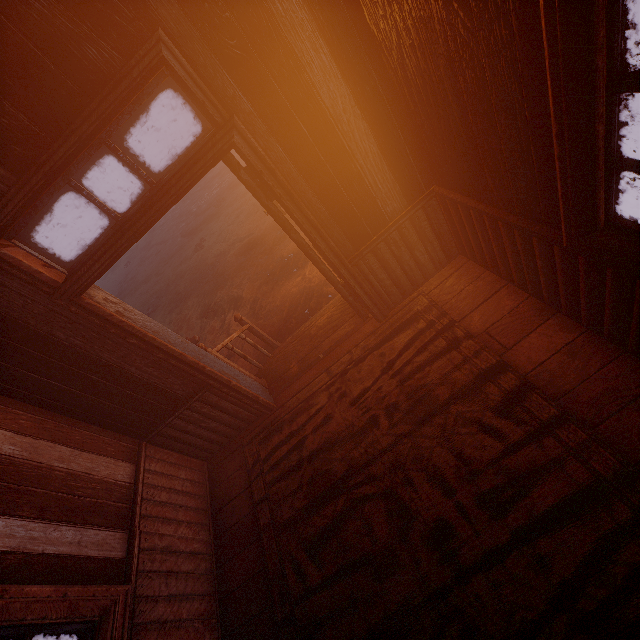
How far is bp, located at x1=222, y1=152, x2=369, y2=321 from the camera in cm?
232

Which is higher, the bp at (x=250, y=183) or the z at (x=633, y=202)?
the bp at (x=250, y=183)

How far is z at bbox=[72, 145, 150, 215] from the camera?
26.09m

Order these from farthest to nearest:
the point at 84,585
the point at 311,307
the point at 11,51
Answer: the point at 311,307 < the point at 84,585 < the point at 11,51

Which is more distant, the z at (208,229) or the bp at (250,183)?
the z at (208,229)

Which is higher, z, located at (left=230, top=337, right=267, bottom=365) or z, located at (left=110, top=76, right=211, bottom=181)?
z, located at (left=110, top=76, right=211, bottom=181)
